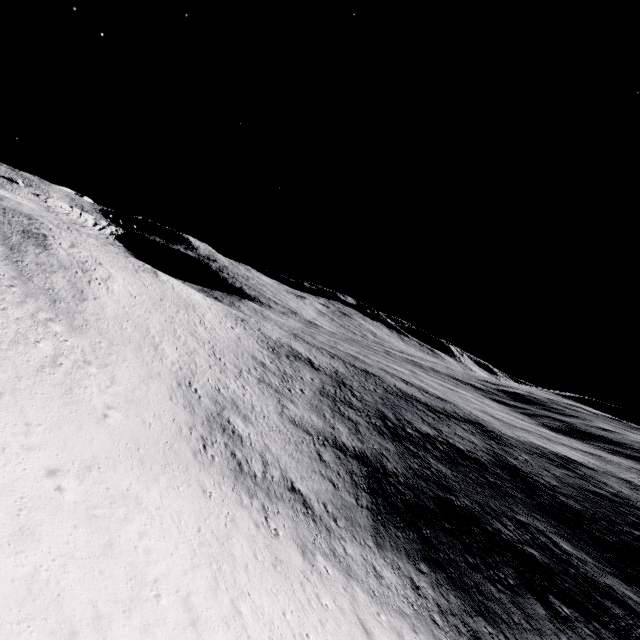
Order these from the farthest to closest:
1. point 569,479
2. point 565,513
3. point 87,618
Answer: point 569,479
point 565,513
point 87,618
